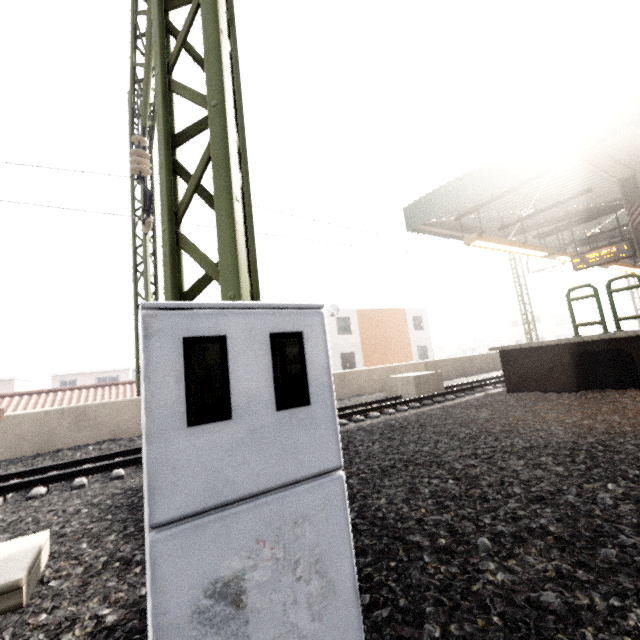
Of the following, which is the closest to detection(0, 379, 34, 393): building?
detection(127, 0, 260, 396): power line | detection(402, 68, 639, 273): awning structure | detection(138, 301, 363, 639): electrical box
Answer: detection(127, 0, 260, 396): power line

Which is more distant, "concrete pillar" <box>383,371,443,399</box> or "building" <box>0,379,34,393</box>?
"building" <box>0,379,34,393</box>

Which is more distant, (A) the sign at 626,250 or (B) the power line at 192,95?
(A) the sign at 626,250

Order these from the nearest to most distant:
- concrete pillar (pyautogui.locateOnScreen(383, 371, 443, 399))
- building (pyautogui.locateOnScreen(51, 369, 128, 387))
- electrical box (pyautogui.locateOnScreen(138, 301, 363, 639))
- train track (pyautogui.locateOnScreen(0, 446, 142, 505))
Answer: electrical box (pyautogui.locateOnScreen(138, 301, 363, 639))
train track (pyautogui.locateOnScreen(0, 446, 142, 505))
concrete pillar (pyautogui.locateOnScreen(383, 371, 443, 399))
building (pyautogui.locateOnScreen(51, 369, 128, 387))

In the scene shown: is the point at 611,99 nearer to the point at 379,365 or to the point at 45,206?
the point at 45,206

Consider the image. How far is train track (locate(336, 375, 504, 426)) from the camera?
8.0 meters

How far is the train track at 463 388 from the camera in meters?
8.0 m

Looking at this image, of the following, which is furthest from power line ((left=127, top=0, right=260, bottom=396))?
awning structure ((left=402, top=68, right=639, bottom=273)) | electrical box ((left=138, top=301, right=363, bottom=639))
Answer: awning structure ((left=402, top=68, right=639, bottom=273))
